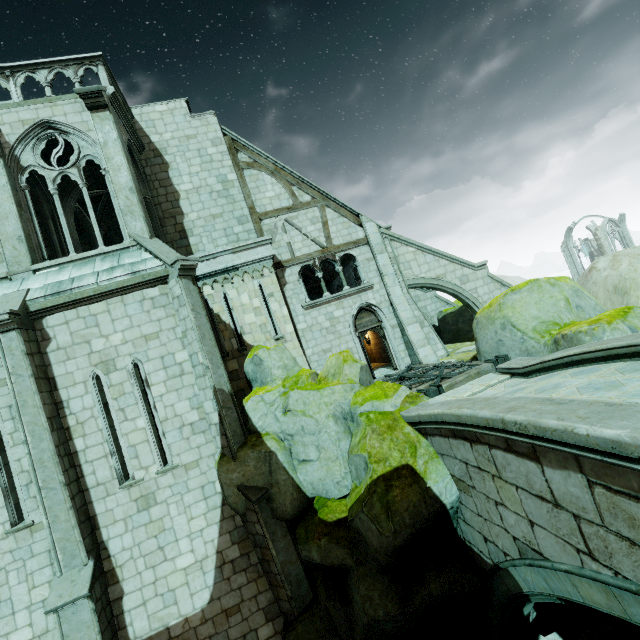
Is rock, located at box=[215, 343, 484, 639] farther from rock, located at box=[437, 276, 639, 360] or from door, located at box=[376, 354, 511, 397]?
rock, located at box=[437, 276, 639, 360]

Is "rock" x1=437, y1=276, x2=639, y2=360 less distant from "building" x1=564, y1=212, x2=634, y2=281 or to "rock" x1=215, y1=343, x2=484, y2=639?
"rock" x1=215, y1=343, x2=484, y2=639

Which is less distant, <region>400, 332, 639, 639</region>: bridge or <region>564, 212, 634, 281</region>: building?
<region>400, 332, 639, 639</region>: bridge

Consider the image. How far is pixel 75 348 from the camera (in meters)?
8.46

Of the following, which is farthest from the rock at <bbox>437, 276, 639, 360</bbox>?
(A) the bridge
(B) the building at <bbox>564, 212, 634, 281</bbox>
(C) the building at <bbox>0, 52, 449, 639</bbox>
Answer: (B) the building at <bbox>564, 212, 634, 281</bbox>

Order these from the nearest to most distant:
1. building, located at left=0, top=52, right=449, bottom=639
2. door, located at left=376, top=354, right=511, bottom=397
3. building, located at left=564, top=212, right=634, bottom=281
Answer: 1. building, located at left=0, top=52, right=449, bottom=639
2. door, located at left=376, top=354, right=511, bottom=397
3. building, located at left=564, top=212, right=634, bottom=281

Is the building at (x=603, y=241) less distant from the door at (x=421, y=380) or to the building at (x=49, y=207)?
the building at (x=49, y=207)

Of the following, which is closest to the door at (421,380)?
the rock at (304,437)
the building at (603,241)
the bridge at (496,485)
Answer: the rock at (304,437)
